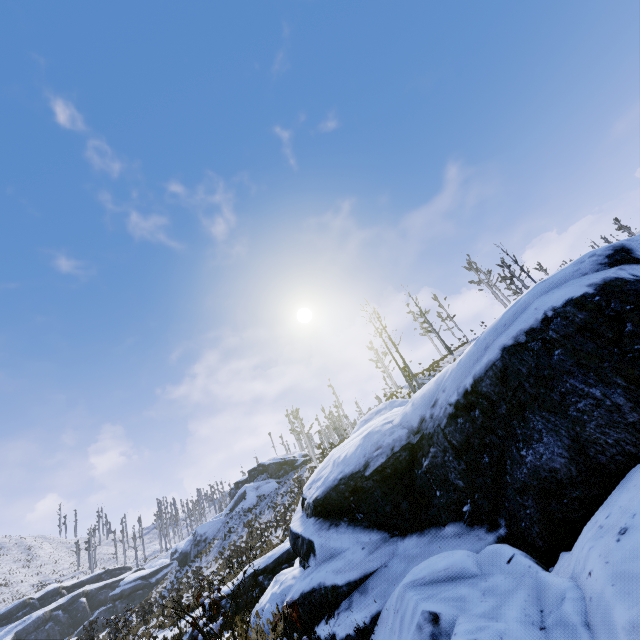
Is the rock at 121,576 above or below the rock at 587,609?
above

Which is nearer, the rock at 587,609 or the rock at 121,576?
the rock at 587,609

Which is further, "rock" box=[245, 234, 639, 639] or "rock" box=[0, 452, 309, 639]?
"rock" box=[0, 452, 309, 639]

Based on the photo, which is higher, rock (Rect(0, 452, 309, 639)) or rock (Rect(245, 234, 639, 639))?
rock (Rect(0, 452, 309, 639))

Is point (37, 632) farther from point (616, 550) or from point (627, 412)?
point (627, 412)
